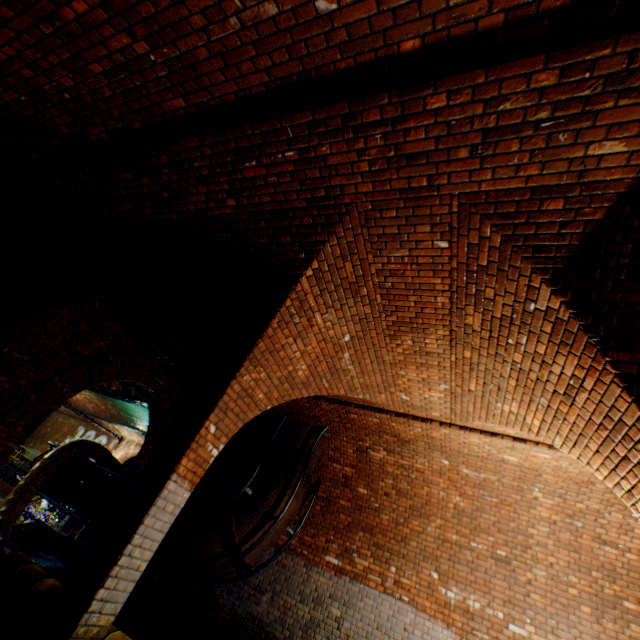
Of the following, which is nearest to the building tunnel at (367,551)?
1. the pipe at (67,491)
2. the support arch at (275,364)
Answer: the support arch at (275,364)

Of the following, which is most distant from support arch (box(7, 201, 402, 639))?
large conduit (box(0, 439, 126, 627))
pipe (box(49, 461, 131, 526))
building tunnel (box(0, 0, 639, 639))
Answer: pipe (box(49, 461, 131, 526))

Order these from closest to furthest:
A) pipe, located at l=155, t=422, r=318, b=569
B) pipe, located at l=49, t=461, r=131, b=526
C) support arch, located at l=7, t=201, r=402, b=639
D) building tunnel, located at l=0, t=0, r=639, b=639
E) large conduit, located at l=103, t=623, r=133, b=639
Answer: building tunnel, located at l=0, t=0, r=639, b=639, support arch, located at l=7, t=201, r=402, b=639, large conduit, located at l=103, t=623, r=133, b=639, pipe, located at l=155, t=422, r=318, b=569, pipe, located at l=49, t=461, r=131, b=526

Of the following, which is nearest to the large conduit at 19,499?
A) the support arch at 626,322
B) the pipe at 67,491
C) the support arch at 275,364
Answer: the pipe at 67,491

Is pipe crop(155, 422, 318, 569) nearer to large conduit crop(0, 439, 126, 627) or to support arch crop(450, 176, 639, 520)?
large conduit crop(0, 439, 126, 627)

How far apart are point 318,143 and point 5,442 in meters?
7.7

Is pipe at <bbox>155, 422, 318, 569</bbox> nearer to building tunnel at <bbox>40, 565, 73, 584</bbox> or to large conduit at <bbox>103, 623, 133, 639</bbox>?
building tunnel at <bbox>40, 565, 73, 584</bbox>

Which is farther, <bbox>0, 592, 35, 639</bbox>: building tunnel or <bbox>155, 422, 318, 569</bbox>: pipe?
<bbox>155, 422, 318, 569</bbox>: pipe
